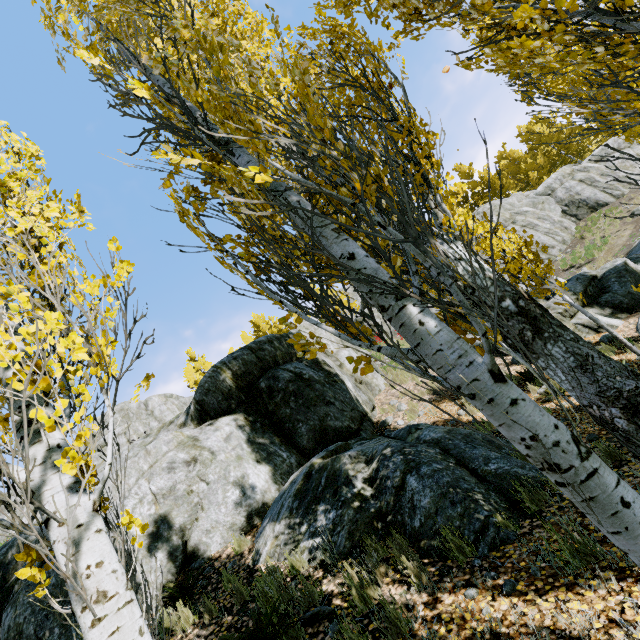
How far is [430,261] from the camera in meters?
1.3 m

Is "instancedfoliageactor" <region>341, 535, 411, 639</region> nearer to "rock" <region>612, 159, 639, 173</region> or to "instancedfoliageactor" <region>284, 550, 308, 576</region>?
"rock" <region>612, 159, 639, 173</region>

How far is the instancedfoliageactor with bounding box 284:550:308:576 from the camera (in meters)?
4.79

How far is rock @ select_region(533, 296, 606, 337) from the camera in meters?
10.0 m

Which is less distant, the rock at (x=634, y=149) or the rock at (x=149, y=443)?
the rock at (x=149, y=443)

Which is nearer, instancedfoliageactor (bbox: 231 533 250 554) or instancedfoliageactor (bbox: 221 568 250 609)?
instancedfoliageactor (bbox: 221 568 250 609)

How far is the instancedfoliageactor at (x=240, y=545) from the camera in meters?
6.1 m

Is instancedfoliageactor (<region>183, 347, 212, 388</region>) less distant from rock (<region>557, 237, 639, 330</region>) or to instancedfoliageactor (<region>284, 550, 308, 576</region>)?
rock (<region>557, 237, 639, 330</region>)
